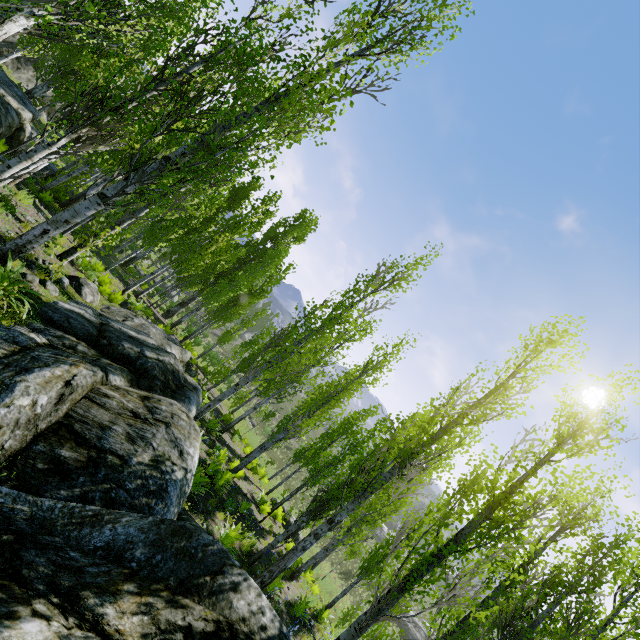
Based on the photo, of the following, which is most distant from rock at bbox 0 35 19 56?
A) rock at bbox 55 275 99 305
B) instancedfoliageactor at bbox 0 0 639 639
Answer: rock at bbox 55 275 99 305

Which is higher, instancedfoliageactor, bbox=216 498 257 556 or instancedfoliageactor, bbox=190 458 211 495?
instancedfoliageactor, bbox=190 458 211 495

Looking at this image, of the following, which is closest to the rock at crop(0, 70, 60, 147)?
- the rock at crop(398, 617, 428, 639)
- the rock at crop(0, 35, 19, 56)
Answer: the rock at crop(0, 35, 19, 56)

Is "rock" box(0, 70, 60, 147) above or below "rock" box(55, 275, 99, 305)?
above

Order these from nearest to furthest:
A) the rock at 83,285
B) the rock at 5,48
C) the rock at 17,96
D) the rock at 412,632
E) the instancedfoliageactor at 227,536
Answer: the instancedfoliageactor at 227,536
the rock at 83,285
the rock at 17,96
the rock at 5,48
the rock at 412,632

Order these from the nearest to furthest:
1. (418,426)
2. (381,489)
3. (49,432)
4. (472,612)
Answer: (49,432) → (418,426) → (381,489) → (472,612)

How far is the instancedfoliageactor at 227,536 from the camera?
7.73m

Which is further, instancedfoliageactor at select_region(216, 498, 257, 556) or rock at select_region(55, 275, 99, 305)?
rock at select_region(55, 275, 99, 305)
